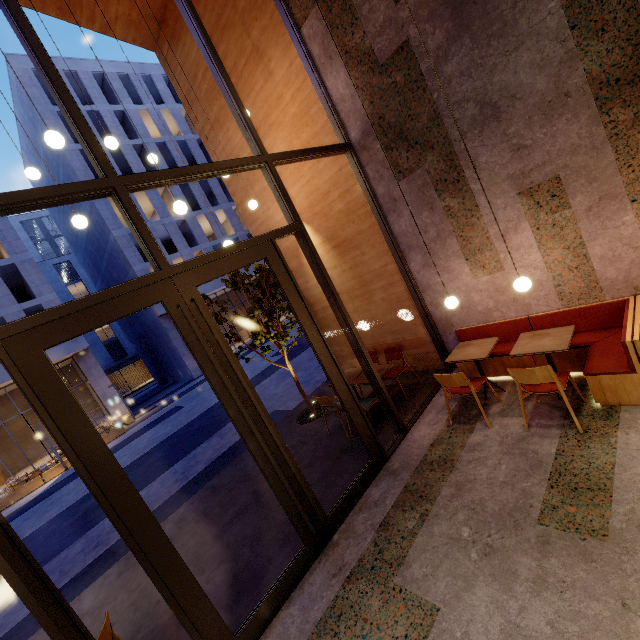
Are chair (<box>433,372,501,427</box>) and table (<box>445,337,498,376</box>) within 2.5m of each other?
yes

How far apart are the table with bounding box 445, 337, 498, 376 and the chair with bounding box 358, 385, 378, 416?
1.4m

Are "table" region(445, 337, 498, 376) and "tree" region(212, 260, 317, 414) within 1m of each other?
no

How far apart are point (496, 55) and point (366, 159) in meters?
2.2 m

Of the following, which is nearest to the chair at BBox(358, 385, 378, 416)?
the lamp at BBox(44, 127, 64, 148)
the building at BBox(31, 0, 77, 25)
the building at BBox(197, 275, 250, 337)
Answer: the building at BBox(31, 0, 77, 25)

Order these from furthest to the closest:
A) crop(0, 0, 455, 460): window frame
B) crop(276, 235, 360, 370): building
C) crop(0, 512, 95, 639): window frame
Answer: crop(276, 235, 360, 370): building, crop(0, 0, 455, 460): window frame, crop(0, 512, 95, 639): window frame

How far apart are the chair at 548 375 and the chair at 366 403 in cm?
221

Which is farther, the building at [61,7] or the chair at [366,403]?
the building at [61,7]
